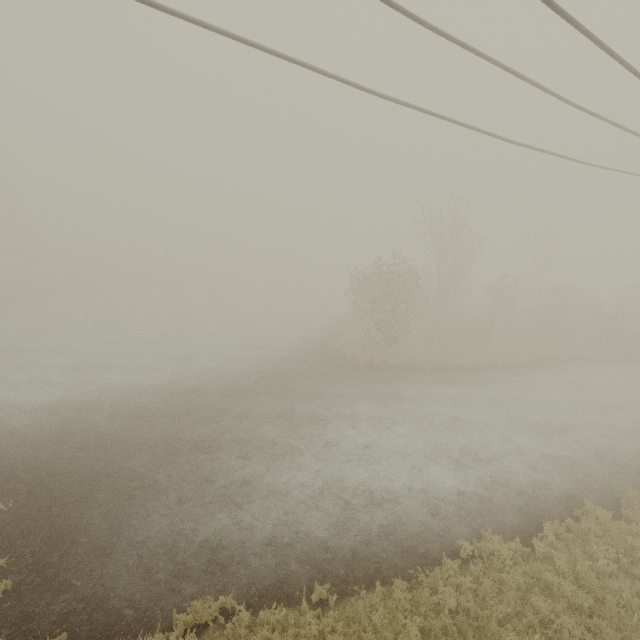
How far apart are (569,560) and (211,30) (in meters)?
13.98
